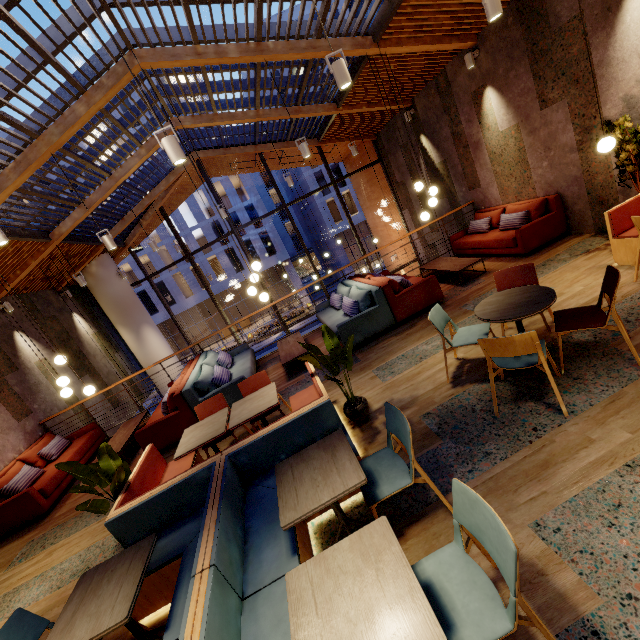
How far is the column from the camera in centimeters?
1113cm

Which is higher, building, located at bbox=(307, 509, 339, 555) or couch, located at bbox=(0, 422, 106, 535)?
couch, located at bbox=(0, 422, 106, 535)

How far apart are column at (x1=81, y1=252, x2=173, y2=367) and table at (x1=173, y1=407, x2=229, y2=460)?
9.0m

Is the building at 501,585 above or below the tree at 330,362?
below

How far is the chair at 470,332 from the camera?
2.74m

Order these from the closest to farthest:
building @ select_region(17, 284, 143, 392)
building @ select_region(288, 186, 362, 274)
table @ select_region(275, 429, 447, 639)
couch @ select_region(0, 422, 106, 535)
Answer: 1. table @ select_region(275, 429, 447, 639)
2. couch @ select_region(0, 422, 106, 535)
3. building @ select_region(17, 284, 143, 392)
4. building @ select_region(288, 186, 362, 274)

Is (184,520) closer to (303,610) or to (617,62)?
(303,610)

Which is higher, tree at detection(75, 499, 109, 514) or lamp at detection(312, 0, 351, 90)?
lamp at detection(312, 0, 351, 90)
